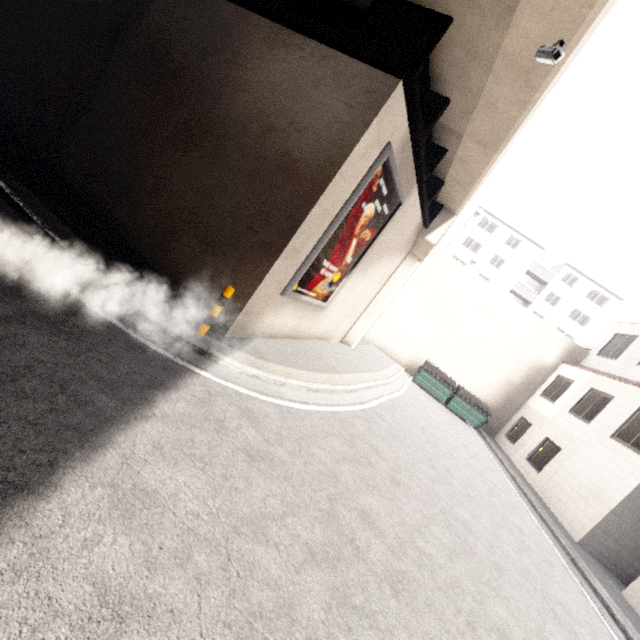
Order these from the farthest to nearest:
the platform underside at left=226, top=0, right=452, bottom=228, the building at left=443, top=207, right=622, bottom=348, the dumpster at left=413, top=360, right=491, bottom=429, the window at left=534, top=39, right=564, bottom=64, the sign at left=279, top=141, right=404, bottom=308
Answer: the building at left=443, top=207, right=622, bottom=348
the dumpster at left=413, top=360, right=491, bottom=429
the sign at left=279, top=141, right=404, bottom=308
the platform underside at left=226, top=0, right=452, bottom=228
the window at left=534, top=39, right=564, bottom=64

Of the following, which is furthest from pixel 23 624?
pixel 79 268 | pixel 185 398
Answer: pixel 79 268

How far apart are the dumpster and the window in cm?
1495

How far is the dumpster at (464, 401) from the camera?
17.66m

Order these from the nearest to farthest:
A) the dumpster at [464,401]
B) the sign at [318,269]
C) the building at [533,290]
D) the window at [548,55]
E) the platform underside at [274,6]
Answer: the window at [548,55]
the platform underside at [274,6]
the sign at [318,269]
the dumpster at [464,401]
the building at [533,290]

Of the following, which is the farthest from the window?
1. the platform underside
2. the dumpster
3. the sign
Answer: the dumpster

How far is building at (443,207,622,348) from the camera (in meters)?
38.94
